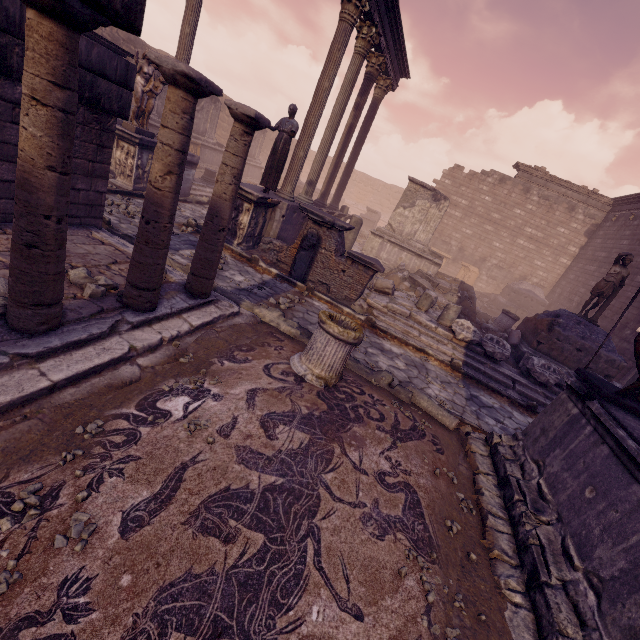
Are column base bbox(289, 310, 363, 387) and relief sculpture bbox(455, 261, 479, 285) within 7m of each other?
no

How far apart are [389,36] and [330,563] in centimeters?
1469cm

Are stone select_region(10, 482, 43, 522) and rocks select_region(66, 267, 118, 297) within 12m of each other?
yes

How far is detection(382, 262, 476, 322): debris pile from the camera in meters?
12.2

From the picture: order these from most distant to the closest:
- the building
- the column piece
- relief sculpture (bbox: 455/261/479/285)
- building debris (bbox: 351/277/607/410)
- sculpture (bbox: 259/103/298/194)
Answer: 1. relief sculpture (bbox: 455/261/479/285)
2. sculpture (bbox: 259/103/298/194)
3. building debris (bbox: 351/277/607/410)
4. the column piece
5. the building

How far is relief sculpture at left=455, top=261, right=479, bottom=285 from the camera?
20.97m

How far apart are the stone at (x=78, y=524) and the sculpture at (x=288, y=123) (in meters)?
8.49

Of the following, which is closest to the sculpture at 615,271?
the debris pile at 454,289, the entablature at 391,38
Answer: the debris pile at 454,289
